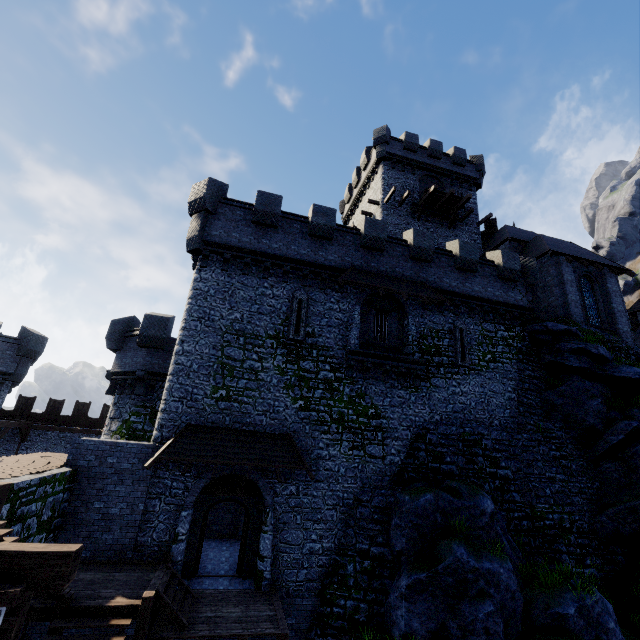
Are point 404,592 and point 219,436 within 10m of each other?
yes

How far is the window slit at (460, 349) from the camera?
17.4m

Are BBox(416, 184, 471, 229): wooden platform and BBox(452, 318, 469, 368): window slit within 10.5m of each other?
no

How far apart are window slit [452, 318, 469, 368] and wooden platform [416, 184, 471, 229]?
12.3m

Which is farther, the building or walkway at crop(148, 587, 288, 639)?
the building

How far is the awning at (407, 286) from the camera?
16.2m

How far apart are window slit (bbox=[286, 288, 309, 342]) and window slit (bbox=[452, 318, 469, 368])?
8.3 meters

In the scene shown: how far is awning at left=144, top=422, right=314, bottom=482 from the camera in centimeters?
1223cm
